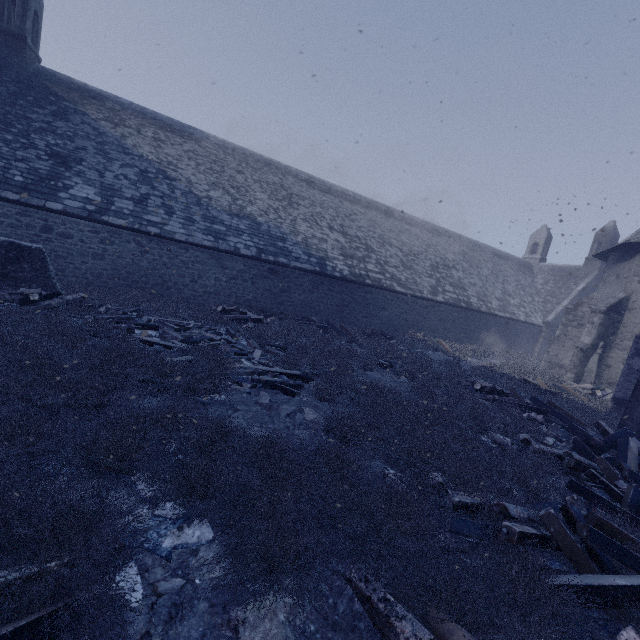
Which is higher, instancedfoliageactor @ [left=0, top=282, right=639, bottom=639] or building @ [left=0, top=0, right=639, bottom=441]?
building @ [left=0, top=0, right=639, bottom=441]

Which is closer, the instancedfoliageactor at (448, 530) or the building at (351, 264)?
the instancedfoliageactor at (448, 530)

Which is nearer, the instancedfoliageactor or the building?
the instancedfoliageactor

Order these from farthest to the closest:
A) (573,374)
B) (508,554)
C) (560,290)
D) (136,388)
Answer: (560,290), (573,374), (136,388), (508,554)

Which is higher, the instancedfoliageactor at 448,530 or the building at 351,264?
the building at 351,264
